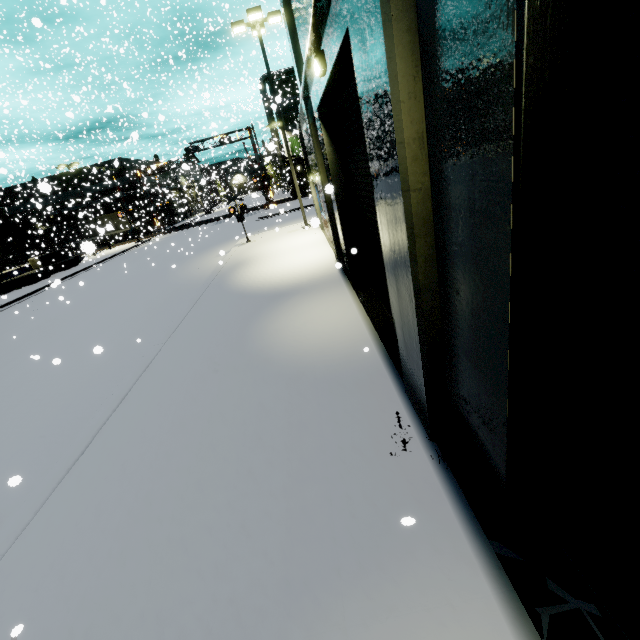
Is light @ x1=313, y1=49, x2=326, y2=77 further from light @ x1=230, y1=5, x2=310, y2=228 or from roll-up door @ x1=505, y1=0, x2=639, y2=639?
light @ x1=230, y1=5, x2=310, y2=228

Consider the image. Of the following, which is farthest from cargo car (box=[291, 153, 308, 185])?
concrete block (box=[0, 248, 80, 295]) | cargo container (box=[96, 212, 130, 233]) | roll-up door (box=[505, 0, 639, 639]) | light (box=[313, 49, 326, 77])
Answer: light (box=[313, 49, 326, 77])

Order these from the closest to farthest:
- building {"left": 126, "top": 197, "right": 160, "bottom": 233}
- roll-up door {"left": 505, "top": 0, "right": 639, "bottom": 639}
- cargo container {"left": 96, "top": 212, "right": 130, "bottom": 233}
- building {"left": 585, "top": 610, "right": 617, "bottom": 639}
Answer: roll-up door {"left": 505, "top": 0, "right": 639, "bottom": 639} < building {"left": 585, "top": 610, "right": 617, "bottom": 639} < cargo container {"left": 96, "top": 212, "right": 130, "bottom": 233} < building {"left": 126, "top": 197, "right": 160, "bottom": 233}

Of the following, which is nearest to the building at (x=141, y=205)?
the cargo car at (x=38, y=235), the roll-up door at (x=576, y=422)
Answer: the roll-up door at (x=576, y=422)

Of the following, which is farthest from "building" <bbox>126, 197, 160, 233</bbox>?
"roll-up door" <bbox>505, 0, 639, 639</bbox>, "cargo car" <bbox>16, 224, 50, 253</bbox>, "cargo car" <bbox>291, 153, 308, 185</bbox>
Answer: "cargo car" <bbox>16, 224, 50, 253</bbox>

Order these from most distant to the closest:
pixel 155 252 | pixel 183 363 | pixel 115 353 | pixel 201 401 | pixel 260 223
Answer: pixel 260 223
pixel 155 252
pixel 115 353
pixel 183 363
pixel 201 401

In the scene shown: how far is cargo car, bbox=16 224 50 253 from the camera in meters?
40.8 m

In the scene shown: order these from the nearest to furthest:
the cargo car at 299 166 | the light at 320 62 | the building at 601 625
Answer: the building at 601 625
the light at 320 62
the cargo car at 299 166
